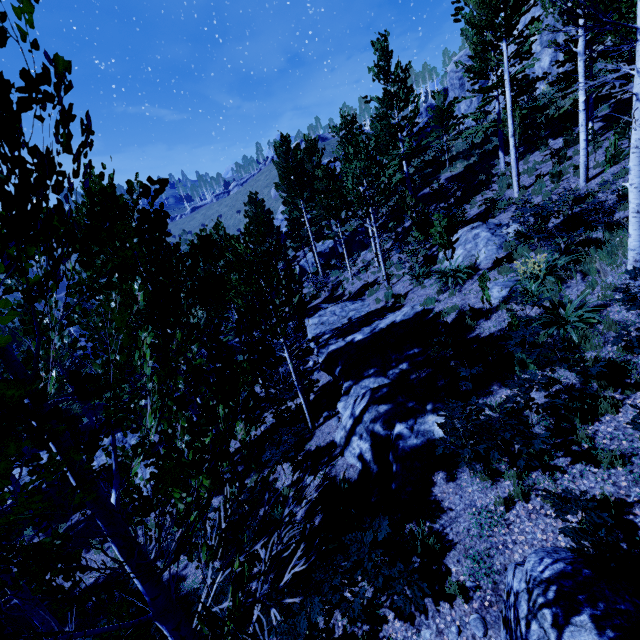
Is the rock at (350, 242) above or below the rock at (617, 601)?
above

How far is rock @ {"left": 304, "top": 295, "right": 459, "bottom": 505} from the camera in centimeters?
659cm

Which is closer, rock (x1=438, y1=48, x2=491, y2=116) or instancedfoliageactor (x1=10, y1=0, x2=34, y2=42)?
instancedfoliageactor (x1=10, y1=0, x2=34, y2=42)

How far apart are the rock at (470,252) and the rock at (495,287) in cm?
216

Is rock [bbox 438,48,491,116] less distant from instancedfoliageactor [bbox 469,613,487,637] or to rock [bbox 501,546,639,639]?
instancedfoliageactor [bbox 469,613,487,637]

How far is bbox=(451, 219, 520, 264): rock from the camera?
11.9 meters

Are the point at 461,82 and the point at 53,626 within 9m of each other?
no

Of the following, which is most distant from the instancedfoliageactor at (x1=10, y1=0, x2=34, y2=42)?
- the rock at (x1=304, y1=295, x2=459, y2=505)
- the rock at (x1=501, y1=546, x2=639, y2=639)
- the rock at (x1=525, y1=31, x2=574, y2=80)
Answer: the rock at (x1=525, y1=31, x2=574, y2=80)
